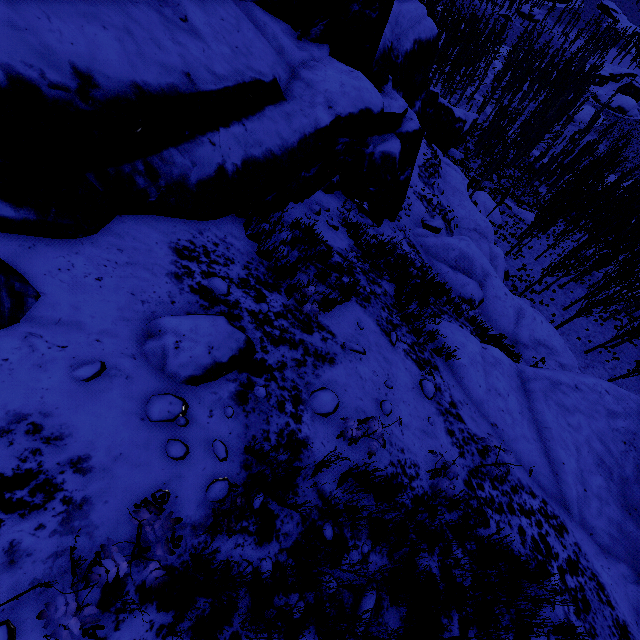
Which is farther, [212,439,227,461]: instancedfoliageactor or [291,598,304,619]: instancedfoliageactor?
[212,439,227,461]: instancedfoliageactor

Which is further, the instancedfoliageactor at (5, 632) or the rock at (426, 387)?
the rock at (426, 387)

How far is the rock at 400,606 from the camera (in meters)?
3.35

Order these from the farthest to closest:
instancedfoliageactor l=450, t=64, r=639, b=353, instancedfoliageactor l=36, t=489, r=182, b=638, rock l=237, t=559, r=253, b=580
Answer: instancedfoliageactor l=450, t=64, r=639, b=353, rock l=237, t=559, r=253, b=580, instancedfoliageactor l=36, t=489, r=182, b=638

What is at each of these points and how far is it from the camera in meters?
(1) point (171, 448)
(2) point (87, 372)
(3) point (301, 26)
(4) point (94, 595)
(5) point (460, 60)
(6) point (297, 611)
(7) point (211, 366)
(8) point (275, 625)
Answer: (1) instancedfoliageactor, 2.9 m
(2) rock, 2.8 m
(3) rock, 7.5 m
(4) rock, 2.1 m
(5) instancedfoliageactor, 54.2 m
(6) instancedfoliageactor, 2.8 m
(7) rock, 3.5 m
(8) instancedfoliageactor, 2.5 m

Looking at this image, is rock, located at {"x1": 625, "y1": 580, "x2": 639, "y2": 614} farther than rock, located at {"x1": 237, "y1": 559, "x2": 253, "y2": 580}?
Yes

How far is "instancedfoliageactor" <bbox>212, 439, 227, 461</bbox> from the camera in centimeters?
316cm

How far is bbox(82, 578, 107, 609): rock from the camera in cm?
206
